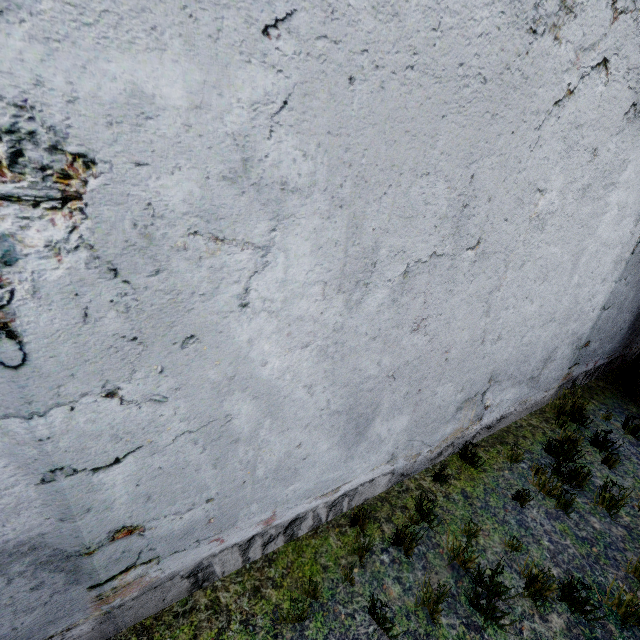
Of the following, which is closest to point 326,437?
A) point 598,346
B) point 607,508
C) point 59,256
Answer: point 59,256
